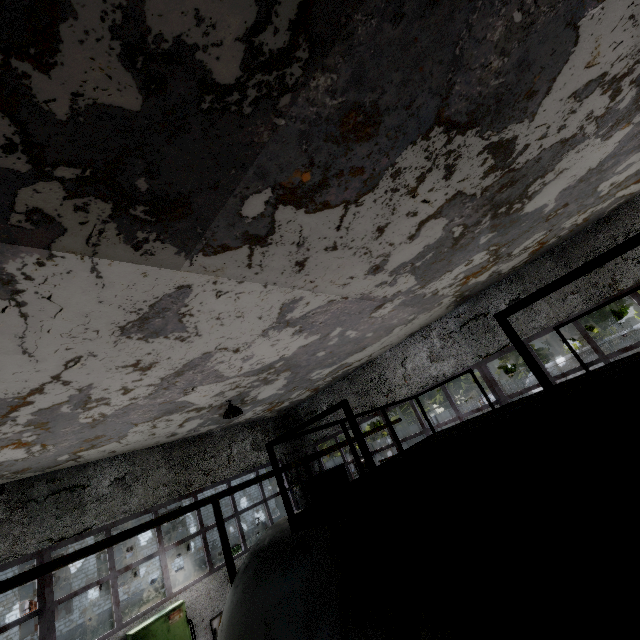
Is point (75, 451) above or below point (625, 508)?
above

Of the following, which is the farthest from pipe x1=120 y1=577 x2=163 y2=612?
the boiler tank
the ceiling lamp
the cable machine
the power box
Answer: the ceiling lamp

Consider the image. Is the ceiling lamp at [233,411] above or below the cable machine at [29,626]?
above

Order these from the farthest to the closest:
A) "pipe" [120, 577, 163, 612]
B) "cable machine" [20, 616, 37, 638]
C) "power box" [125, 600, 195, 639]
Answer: "cable machine" [20, 616, 37, 638]
"pipe" [120, 577, 163, 612]
"power box" [125, 600, 195, 639]

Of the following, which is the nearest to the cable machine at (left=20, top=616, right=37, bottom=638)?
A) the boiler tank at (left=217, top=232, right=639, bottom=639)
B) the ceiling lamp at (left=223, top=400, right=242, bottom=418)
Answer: the ceiling lamp at (left=223, top=400, right=242, bottom=418)

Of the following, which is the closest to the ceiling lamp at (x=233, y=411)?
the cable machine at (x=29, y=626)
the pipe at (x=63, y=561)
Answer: the pipe at (x=63, y=561)

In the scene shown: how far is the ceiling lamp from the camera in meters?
9.2
